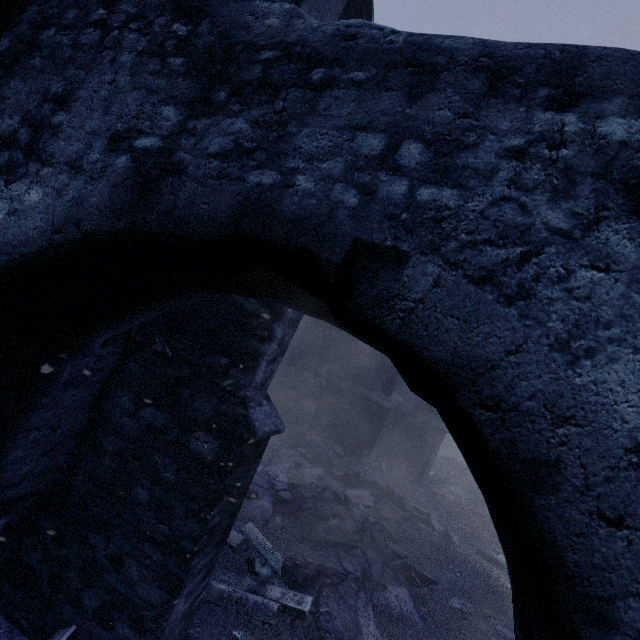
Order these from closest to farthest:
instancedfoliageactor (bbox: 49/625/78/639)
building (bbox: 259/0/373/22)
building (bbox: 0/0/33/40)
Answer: building (bbox: 0/0/33/40) < instancedfoliageactor (bbox: 49/625/78/639) < building (bbox: 259/0/373/22)

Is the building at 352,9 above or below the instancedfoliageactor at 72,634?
above

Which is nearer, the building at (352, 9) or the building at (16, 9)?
the building at (16, 9)

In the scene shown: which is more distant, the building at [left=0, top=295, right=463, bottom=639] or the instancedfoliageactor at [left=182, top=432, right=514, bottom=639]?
the instancedfoliageactor at [left=182, top=432, right=514, bottom=639]

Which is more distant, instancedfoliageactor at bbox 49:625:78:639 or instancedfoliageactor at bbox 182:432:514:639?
instancedfoliageactor at bbox 182:432:514:639

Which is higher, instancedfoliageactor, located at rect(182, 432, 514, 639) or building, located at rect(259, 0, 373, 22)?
building, located at rect(259, 0, 373, 22)

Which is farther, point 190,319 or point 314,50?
point 190,319
